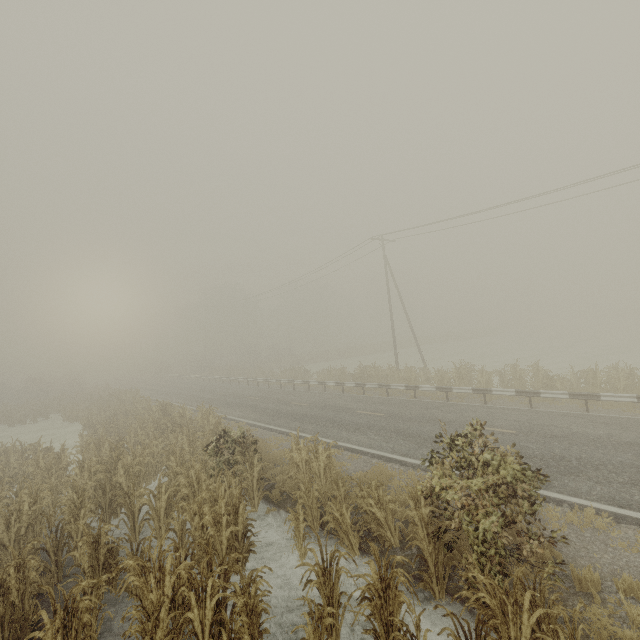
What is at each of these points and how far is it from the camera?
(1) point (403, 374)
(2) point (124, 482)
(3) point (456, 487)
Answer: (1) tree, 20.8 meters
(2) tree, 10.1 meters
(3) tree, 5.6 meters

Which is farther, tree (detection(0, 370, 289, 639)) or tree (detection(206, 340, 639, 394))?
tree (detection(206, 340, 639, 394))

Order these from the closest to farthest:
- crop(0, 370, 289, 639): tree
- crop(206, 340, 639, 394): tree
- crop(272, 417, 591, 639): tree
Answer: crop(272, 417, 591, 639): tree, crop(0, 370, 289, 639): tree, crop(206, 340, 639, 394): tree

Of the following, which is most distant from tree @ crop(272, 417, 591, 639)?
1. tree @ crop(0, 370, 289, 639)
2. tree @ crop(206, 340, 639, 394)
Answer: tree @ crop(0, 370, 289, 639)

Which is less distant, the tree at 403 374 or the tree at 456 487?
the tree at 456 487

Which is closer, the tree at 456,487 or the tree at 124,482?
the tree at 456,487

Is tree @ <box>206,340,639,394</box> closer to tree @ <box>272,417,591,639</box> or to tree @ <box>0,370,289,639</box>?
tree @ <box>0,370,289,639</box>
